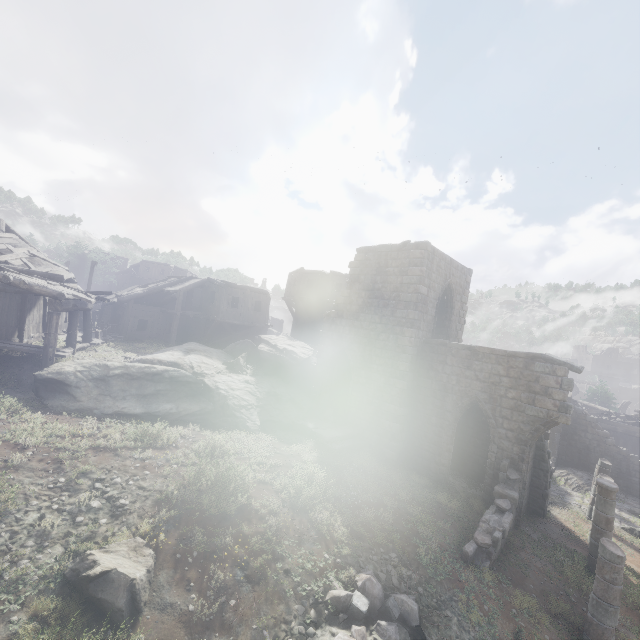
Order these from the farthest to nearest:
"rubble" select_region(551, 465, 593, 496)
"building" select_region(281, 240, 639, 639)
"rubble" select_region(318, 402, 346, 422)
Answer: "rubble" select_region(551, 465, 593, 496)
"rubble" select_region(318, 402, 346, 422)
"building" select_region(281, 240, 639, 639)

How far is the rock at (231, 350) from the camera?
12.5m

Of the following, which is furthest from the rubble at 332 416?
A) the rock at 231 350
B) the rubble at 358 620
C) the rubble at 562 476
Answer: the rubble at 562 476

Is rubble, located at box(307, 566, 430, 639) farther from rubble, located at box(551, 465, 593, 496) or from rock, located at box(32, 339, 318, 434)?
rubble, located at box(551, 465, 593, 496)

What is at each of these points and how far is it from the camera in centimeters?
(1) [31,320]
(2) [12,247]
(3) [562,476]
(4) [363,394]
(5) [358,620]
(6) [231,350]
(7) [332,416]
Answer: (1) building, 1612cm
(2) wooden plank rubble, 1844cm
(3) rubble, 2144cm
(4) building, 1652cm
(5) rubble, 666cm
(6) rock, 2191cm
(7) rubble, 1744cm

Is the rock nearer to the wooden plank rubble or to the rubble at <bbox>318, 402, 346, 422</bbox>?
the rubble at <bbox>318, 402, 346, 422</bbox>

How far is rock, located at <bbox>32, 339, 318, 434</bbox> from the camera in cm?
1245

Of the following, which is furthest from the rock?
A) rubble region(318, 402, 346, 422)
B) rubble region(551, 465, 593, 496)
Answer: rubble region(551, 465, 593, 496)
